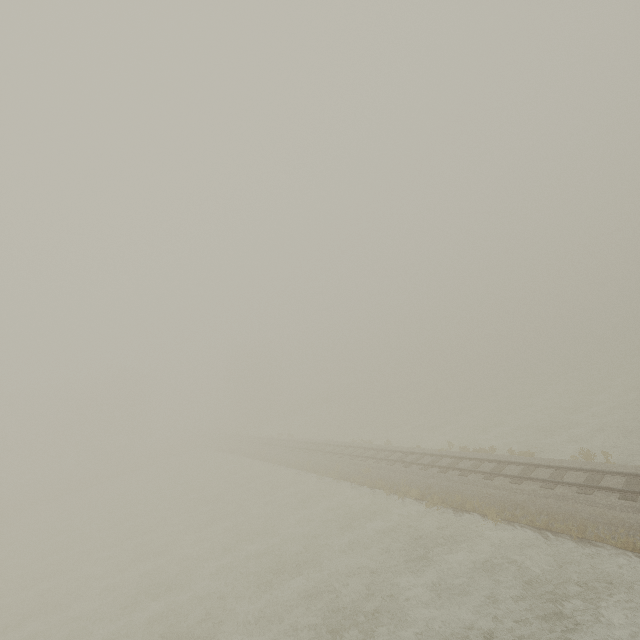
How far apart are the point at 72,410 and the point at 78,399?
2.8 meters
